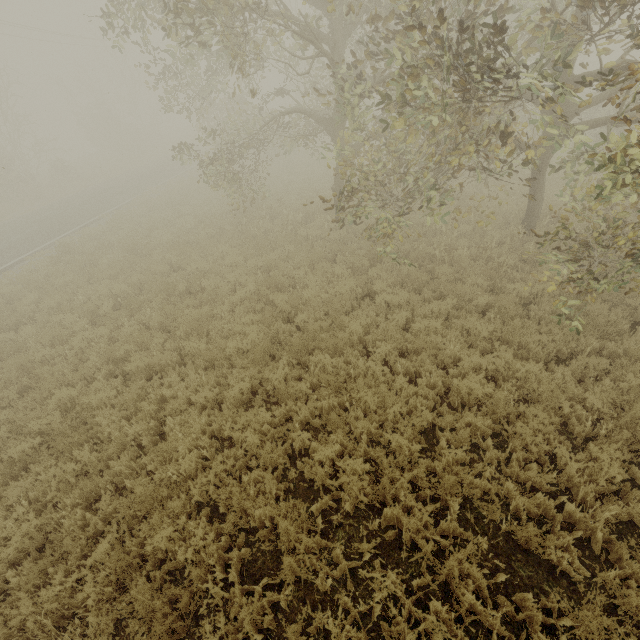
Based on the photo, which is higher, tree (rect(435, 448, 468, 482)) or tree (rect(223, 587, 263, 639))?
tree (rect(435, 448, 468, 482))

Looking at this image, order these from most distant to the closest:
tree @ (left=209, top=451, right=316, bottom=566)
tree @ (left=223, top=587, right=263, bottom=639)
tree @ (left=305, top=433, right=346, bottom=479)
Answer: tree @ (left=305, top=433, right=346, bottom=479), tree @ (left=209, top=451, right=316, bottom=566), tree @ (left=223, top=587, right=263, bottom=639)

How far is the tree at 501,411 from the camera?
5.41m

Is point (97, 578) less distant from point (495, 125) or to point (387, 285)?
point (387, 285)

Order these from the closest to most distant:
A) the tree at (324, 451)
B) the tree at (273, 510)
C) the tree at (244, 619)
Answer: the tree at (244, 619) → the tree at (273, 510) → the tree at (324, 451)

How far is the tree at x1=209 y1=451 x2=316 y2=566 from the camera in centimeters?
429cm
